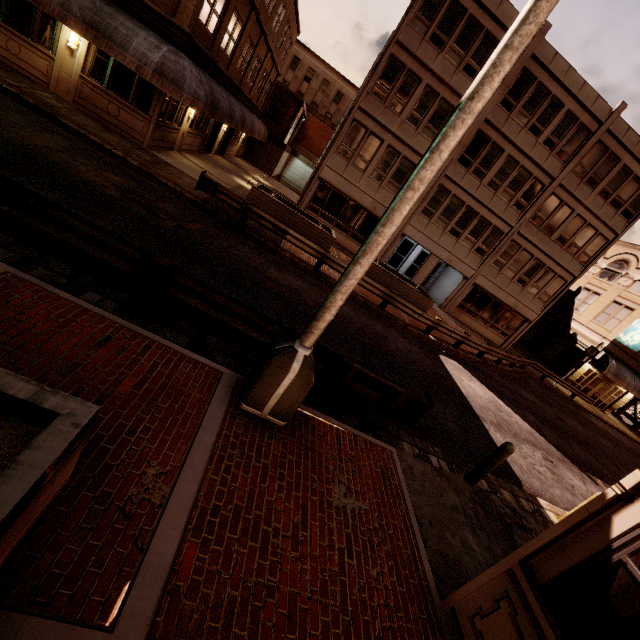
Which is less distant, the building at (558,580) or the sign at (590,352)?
the building at (558,580)

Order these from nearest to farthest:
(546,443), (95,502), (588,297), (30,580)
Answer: (30,580), (95,502), (546,443), (588,297)

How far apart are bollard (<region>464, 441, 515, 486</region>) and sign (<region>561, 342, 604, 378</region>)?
24.5 meters

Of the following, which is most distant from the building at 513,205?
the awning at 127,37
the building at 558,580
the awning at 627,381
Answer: the building at 558,580

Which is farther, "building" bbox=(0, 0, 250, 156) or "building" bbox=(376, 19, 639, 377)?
"building" bbox=(376, 19, 639, 377)

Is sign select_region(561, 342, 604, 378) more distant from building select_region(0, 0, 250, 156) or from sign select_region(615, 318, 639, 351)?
building select_region(0, 0, 250, 156)

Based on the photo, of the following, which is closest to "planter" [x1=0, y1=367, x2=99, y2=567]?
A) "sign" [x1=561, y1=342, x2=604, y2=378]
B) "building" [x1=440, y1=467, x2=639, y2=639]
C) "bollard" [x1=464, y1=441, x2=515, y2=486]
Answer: "building" [x1=440, y1=467, x2=639, y2=639]

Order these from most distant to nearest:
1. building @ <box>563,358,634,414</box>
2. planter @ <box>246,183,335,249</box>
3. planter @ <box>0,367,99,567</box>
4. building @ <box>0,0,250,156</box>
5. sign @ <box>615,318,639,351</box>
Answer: building @ <box>563,358,634,414</box>
sign @ <box>615,318,639,351</box>
planter @ <box>246,183,335,249</box>
building @ <box>0,0,250,156</box>
planter @ <box>0,367,99,567</box>
